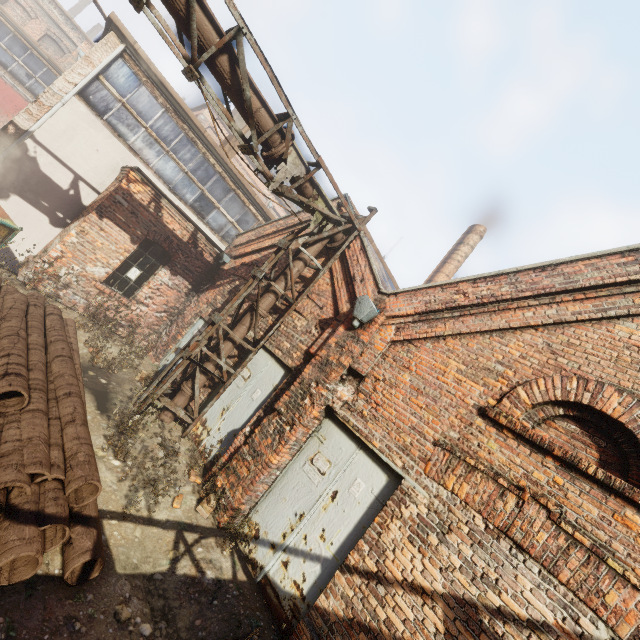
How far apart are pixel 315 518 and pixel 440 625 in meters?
2.0

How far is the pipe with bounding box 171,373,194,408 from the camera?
7.0m

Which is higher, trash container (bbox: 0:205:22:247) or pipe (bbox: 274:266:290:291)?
pipe (bbox: 274:266:290:291)

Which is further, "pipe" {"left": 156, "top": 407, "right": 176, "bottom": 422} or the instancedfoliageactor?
"pipe" {"left": 156, "top": 407, "right": 176, "bottom": 422}

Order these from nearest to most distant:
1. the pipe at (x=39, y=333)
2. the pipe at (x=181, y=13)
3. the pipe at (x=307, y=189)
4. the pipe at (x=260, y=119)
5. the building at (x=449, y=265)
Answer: the pipe at (x=39, y=333) < the pipe at (x=181, y=13) < the pipe at (x=260, y=119) < the pipe at (x=307, y=189) < the building at (x=449, y=265)

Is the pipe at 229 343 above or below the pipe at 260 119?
below

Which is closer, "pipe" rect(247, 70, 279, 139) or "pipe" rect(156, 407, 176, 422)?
"pipe" rect(247, 70, 279, 139)

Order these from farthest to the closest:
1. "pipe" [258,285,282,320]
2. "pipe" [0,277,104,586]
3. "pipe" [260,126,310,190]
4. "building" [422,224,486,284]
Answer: "building" [422,224,486,284] < "pipe" [258,285,282,320] < "pipe" [260,126,310,190] < "pipe" [0,277,104,586]
